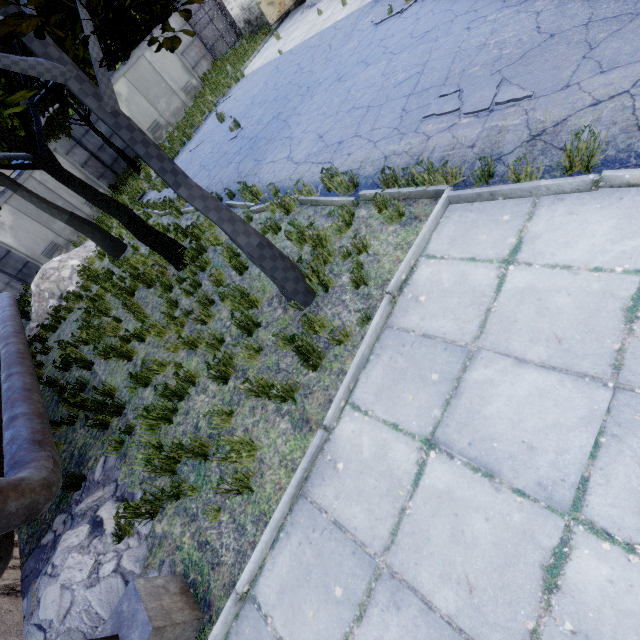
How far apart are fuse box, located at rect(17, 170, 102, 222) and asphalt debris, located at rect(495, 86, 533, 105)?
18.70m

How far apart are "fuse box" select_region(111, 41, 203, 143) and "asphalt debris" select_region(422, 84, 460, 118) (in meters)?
18.96

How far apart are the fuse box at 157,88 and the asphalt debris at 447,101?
18.96m

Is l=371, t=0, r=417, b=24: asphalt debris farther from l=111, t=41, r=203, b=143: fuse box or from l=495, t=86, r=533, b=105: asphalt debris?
l=111, t=41, r=203, b=143: fuse box

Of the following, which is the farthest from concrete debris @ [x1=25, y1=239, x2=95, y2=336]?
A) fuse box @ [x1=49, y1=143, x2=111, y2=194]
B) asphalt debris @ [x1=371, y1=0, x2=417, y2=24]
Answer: asphalt debris @ [x1=371, y1=0, x2=417, y2=24]

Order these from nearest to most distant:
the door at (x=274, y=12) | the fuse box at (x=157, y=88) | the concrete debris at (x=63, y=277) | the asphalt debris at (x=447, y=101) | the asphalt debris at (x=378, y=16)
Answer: the asphalt debris at (x=447, y=101)
the asphalt debris at (x=378, y=16)
the concrete debris at (x=63, y=277)
the door at (x=274, y=12)
the fuse box at (x=157, y=88)

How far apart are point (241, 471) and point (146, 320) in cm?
502

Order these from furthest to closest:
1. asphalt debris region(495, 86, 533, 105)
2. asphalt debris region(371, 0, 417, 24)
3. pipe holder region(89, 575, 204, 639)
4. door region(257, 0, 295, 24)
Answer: door region(257, 0, 295, 24)
asphalt debris region(371, 0, 417, 24)
asphalt debris region(495, 86, 533, 105)
pipe holder region(89, 575, 204, 639)
